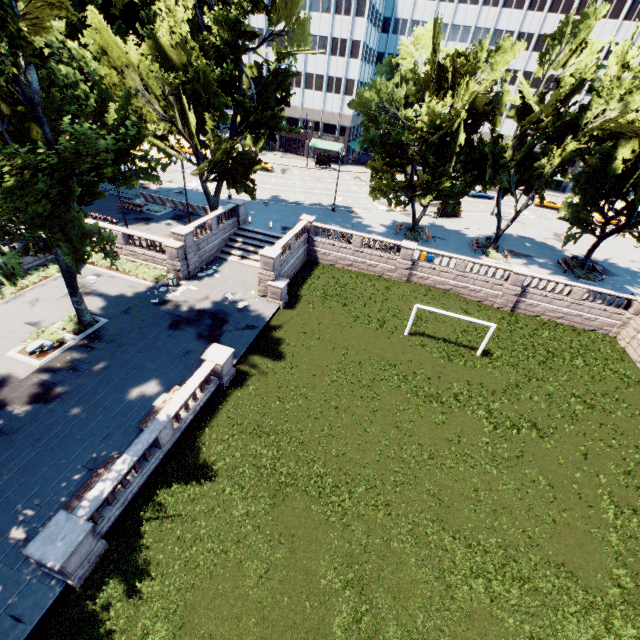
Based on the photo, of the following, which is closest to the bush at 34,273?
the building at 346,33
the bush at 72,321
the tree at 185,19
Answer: the bush at 72,321

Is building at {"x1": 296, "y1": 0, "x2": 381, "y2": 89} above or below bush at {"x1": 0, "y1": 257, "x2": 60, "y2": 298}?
above

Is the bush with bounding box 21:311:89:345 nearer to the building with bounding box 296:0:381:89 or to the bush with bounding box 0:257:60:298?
the bush with bounding box 0:257:60:298

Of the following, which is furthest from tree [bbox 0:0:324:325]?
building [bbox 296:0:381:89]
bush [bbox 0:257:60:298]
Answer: bush [bbox 0:257:60:298]

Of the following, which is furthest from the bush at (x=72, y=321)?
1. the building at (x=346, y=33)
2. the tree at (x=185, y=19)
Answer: the building at (x=346, y=33)

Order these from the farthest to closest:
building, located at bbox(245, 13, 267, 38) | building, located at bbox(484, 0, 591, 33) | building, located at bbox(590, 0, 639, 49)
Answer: building, located at bbox(245, 13, 267, 38)
building, located at bbox(484, 0, 591, 33)
building, located at bbox(590, 0, 639, 49)

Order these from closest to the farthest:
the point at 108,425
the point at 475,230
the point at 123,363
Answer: the point at 108,425, the point at 123,363, the point at 475,230

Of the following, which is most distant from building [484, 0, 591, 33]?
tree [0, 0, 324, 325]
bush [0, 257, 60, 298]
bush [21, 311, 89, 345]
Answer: bush [21, 311, 89, 345]
